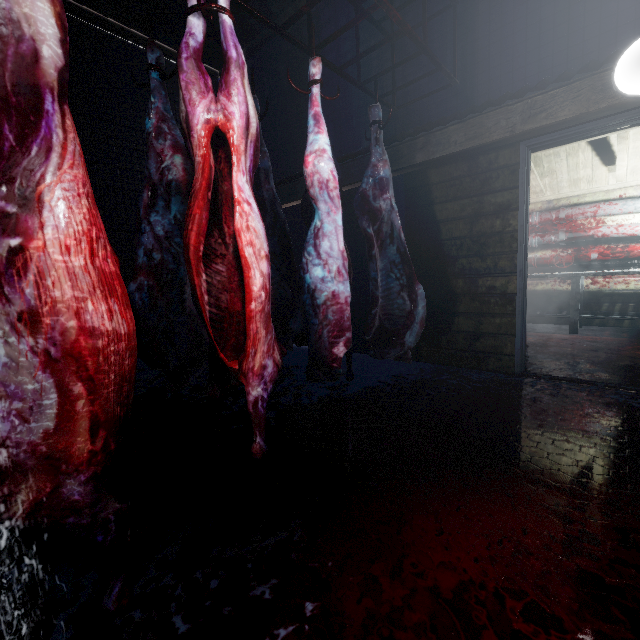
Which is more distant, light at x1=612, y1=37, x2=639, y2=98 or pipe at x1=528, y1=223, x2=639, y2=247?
pipe at x1=528, y1=223, x2=639, y2=247

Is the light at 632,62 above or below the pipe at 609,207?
above

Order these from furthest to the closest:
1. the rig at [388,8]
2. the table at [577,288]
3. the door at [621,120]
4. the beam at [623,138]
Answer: the table at [577,288], the beam at [623,138], the door at [621,120], the rig at [388,8]

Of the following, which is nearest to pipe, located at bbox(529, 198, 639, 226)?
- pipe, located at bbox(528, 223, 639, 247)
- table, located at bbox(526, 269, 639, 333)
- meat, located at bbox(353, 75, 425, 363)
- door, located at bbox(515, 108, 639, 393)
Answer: pipe, located at bbox(528, 223, 639, 247)

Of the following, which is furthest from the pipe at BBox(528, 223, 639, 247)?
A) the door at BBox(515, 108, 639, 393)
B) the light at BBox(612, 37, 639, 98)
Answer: the light at BBox(612, 37, 639, 98)

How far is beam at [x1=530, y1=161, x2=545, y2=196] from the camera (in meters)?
4.33

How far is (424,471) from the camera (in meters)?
1.57

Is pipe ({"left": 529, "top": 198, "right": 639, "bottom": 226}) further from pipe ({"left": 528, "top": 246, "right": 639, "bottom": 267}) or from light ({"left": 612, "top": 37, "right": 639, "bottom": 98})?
light ({"left": 612, "top": 37, "right": 639, "bottom": 98})
